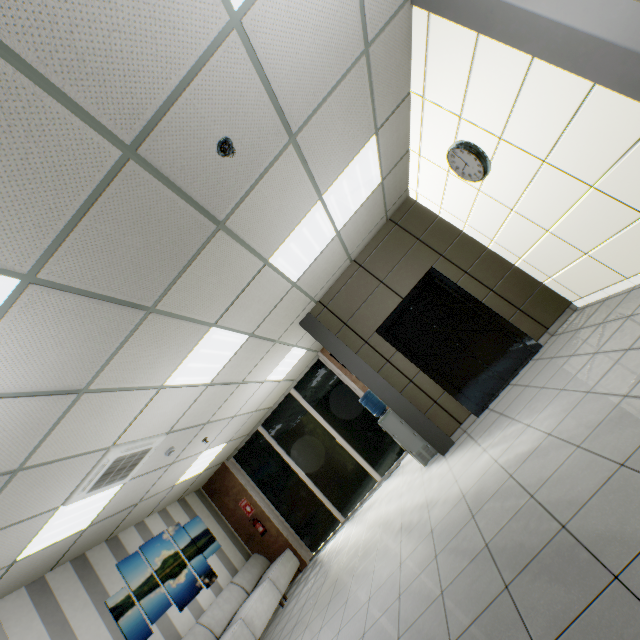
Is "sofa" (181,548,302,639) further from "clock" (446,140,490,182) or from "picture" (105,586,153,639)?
"clock" (446,140,490,182)

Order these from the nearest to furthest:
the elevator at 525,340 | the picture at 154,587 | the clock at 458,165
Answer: the clock at 458,165
the elevator at 525,340
the picture at 154,587

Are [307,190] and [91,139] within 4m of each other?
Result: yes

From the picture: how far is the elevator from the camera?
5.0m

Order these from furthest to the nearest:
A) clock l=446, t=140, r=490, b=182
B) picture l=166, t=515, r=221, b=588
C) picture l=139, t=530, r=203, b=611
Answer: picture l=166, t=515, r=221, b=588 < picture l=139, t=530, r=203, b=611 < clock l=446, t=140, r=490, b=182

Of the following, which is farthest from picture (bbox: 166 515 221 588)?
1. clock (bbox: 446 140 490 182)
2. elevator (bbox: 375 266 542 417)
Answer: clock (bbox: 446 140 490 182)

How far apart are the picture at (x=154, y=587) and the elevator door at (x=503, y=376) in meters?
6.4
